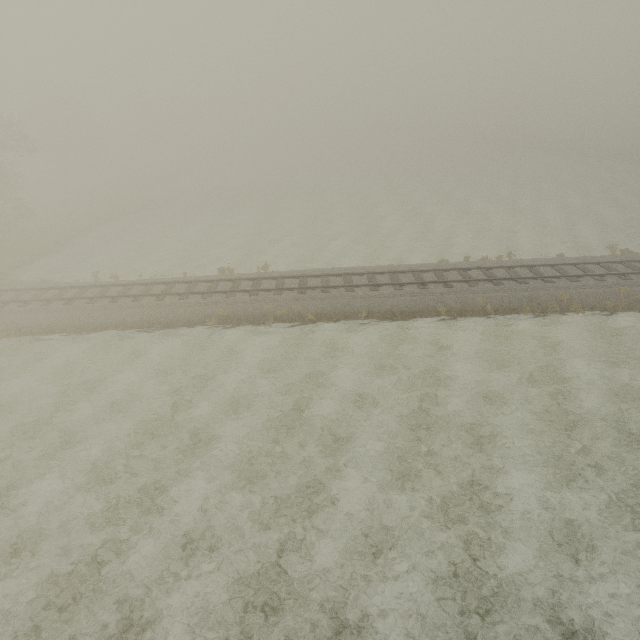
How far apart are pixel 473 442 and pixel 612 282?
14.06m
